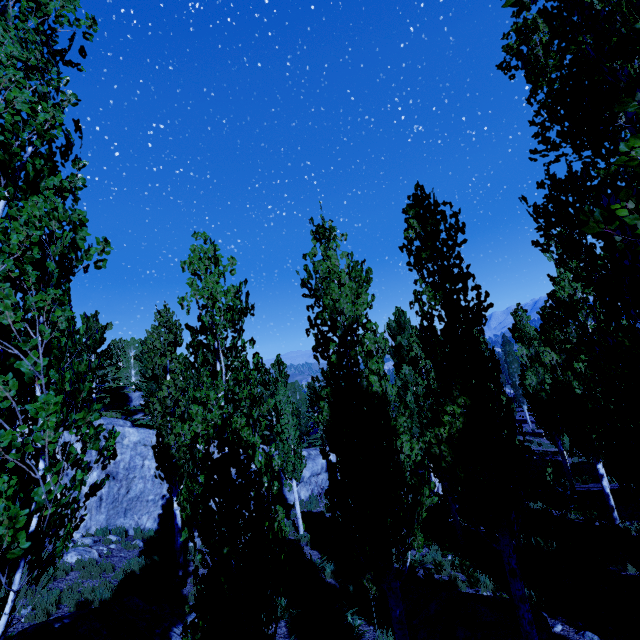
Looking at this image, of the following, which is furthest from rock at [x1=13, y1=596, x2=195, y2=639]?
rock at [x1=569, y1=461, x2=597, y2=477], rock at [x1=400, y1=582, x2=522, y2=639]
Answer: rock at [x1=569, y1=461, x2=597, y2=477]

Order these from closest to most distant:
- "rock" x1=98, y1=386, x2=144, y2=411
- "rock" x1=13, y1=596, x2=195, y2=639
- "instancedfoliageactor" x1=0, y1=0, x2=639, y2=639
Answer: "instancedfoliageactor" x1=0, y1=0, x2=639, y2=639 < "rock" x1=13, y1=596, x2=195, y2=639 < "rock" x1=98, y1=386, x2=144, y2=411

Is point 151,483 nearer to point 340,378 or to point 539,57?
point 340,378

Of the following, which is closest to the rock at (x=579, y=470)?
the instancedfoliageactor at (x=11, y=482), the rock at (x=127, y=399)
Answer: the instancedfoliageactor at (x=11, y=482)

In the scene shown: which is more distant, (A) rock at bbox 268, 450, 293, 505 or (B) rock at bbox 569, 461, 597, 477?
(B) rock at bbox 569, 461, 597, 477

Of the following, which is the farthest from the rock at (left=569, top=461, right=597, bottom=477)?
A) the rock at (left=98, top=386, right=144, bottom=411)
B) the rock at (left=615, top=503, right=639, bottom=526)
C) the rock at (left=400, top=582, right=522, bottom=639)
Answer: the rock at (left=400, top=582, right=522, bottom=639)

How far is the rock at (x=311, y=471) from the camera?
24.4m

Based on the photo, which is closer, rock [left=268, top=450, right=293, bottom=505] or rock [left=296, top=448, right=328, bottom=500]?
rock [left=268, top=450, right=293, bottom=505]
